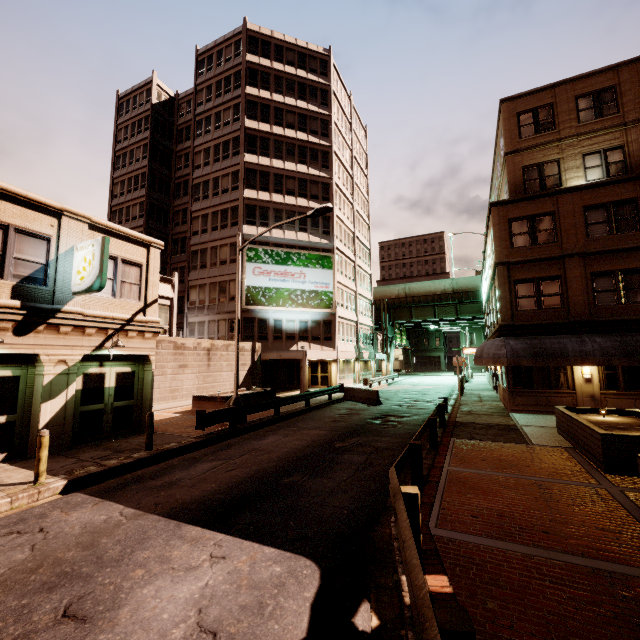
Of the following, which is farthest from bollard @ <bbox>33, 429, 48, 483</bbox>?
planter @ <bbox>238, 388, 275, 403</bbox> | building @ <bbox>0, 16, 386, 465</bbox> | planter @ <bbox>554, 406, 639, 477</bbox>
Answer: planter @ <bbox>554, 406, 639, 477</bbox>

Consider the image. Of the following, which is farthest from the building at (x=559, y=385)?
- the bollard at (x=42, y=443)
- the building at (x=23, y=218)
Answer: the bollard at (x=42, y=443)

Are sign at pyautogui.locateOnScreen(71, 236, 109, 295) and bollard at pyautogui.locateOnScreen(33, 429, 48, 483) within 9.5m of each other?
yes

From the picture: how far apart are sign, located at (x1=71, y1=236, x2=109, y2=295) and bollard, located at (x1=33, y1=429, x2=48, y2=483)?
4.5m

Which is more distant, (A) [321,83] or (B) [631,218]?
(A) [321,83]

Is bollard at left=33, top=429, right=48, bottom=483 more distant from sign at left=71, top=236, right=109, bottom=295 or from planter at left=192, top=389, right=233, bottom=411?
planter at left=192, top=389, right=233, bottom=411

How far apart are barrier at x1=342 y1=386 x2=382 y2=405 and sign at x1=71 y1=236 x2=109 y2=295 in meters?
16.4

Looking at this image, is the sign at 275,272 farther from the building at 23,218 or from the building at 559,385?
the building at 559,385
